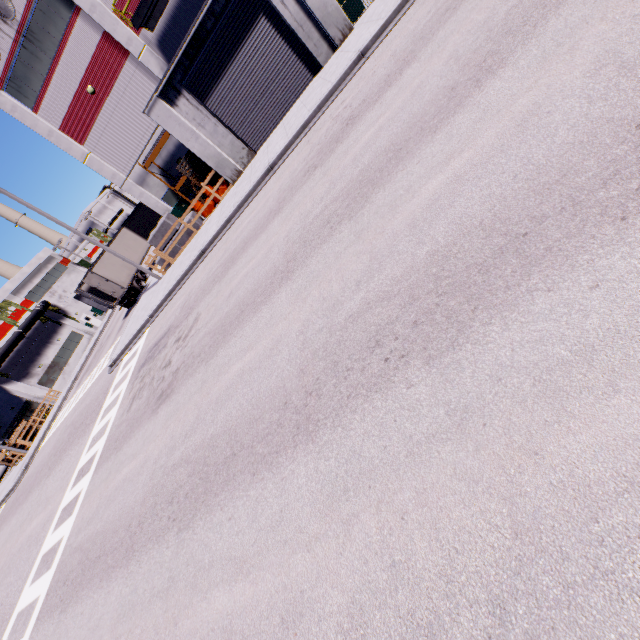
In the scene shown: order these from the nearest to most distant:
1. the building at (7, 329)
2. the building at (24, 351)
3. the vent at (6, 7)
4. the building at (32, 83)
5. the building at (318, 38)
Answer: the building at (318, 38)
the building at (32, 83)
the vent at (6, 7)
the building at (24, 351)
the building at (7, 329)

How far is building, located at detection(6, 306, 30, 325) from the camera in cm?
3812

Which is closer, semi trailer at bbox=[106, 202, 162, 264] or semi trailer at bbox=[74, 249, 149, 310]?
semi trailer at bbox=[74, 249, 149, 310]

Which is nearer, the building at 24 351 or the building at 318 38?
the building at 318 38

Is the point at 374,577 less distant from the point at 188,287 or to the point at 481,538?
the point at 481,538

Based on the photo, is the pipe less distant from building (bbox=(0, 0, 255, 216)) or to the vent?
building (bbox=(0, 0, 255, 216))

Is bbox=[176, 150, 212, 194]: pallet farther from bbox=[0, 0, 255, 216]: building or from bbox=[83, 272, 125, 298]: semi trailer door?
bbox=[83, 272, 125, 298]: semi trailer door

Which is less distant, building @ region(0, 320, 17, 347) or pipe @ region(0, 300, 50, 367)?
pipe @ region(0, 300, 50, 367)
